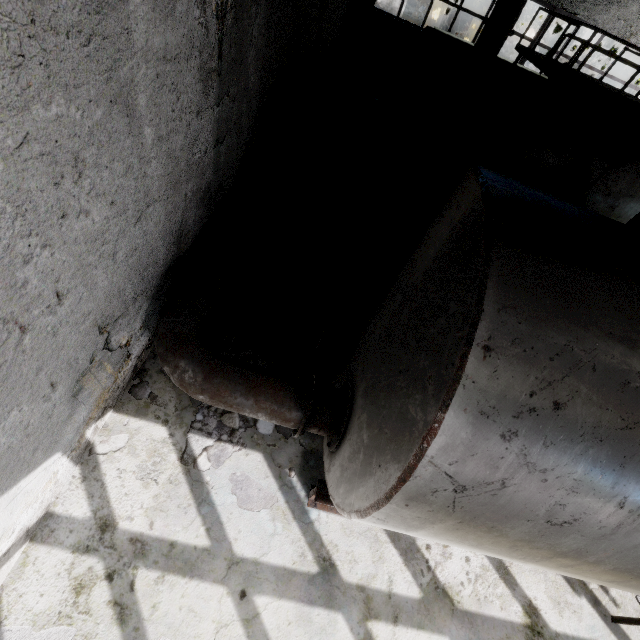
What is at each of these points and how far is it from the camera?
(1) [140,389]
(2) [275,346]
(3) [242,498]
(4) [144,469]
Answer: (1) concrete debris, 4.3 meters
(2) concrete debris, 5.2 meters
(3) concrete debris, 3.9 meters
(4) concrete debris, 3.8 meters

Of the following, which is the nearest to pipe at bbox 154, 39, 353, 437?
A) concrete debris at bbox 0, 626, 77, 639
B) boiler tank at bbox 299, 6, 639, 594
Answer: boiler tank at bbox 299, 6, 639, 594

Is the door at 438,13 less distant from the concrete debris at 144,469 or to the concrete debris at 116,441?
the concrete debris at 144,469

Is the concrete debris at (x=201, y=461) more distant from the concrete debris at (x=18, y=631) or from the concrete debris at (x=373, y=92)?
the concrete debris at (x=373, y=92)

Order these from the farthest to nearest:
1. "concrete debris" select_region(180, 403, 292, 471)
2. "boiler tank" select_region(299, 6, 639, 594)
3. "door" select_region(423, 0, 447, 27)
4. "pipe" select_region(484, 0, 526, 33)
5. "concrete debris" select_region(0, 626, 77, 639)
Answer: "door" select_region(423, 0, 447, 27) → "pipe" select_region(484, 0, 526, 33) → "concrete debris" select_region(180, 403, 292, 471) → "concrete debris" select_region(0, 626, 77, 639) → "boiler tank" select_region(299, 6, 639, 594)

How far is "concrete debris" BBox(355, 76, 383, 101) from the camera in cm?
1534

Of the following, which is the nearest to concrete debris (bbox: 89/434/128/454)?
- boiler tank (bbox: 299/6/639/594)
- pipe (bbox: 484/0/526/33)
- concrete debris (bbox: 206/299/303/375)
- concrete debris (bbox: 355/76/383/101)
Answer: concrete debris (bbox: 206/299/303/375)

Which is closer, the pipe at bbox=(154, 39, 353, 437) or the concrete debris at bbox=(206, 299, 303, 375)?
the pipe at bbox=(154, 39, 353, 437)
